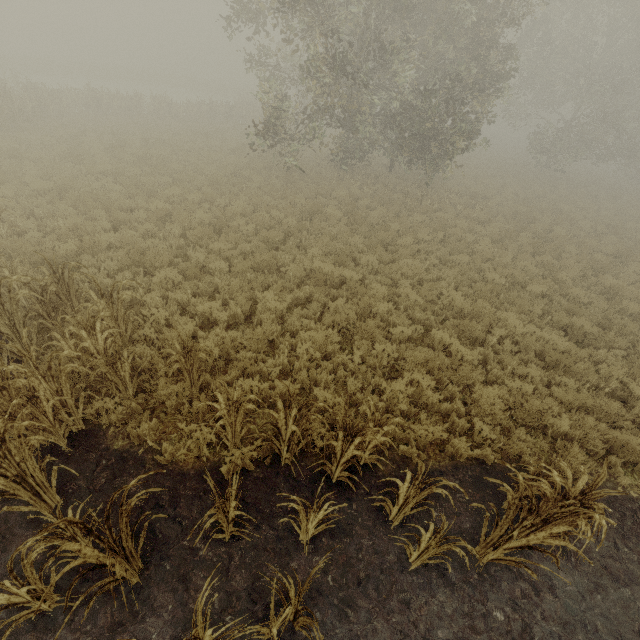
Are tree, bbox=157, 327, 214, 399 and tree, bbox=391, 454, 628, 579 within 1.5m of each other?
no

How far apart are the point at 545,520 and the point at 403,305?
5.9 meters

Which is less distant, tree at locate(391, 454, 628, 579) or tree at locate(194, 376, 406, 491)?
tree at locate(391, 454, 628, 579)

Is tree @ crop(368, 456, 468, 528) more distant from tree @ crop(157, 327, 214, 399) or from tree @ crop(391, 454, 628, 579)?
tree @ crop(157, 327, 214, 399)

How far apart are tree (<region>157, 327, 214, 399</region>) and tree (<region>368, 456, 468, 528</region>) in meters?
3.5 m

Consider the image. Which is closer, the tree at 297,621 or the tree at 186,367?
the tree at 297,621

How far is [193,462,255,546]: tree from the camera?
3.26m

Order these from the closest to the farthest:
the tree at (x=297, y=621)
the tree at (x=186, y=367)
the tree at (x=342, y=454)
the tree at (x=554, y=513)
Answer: the tree at (x=297, y=621) → the tree at (x=554, y=513) → the tree at (x=342, y=454) → the tree at (x=186, y=367)
